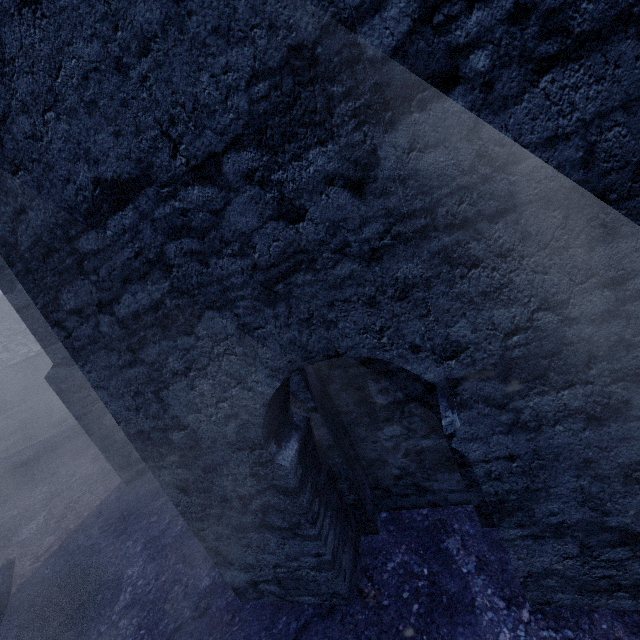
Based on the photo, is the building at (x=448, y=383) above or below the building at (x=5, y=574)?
above

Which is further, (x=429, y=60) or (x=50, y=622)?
(x=50, y=622)

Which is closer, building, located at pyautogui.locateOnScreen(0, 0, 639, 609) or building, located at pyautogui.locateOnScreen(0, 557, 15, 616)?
building, located at pyautogui.locateOnScreen(0, 0, 639, 609)

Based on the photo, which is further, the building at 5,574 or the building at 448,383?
the building at 5,574

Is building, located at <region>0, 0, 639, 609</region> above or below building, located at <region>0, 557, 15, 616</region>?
above
